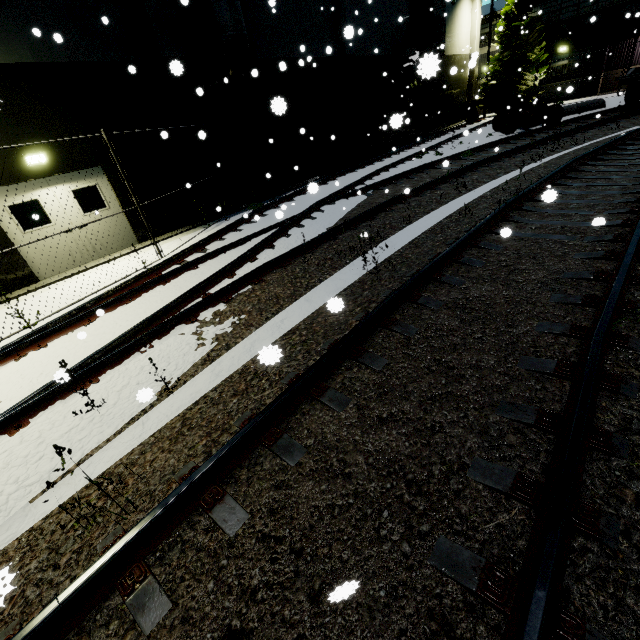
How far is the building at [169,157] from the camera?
10.26m

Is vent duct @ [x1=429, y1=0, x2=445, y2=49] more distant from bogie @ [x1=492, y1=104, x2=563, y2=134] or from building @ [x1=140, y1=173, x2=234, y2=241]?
bogie @ [x1=492, y1=104, x2=563, y2=134]

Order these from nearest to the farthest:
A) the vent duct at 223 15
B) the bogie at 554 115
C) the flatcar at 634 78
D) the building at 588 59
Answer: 1. the vent duct at 223 15
2. the flatcar at 634 78
3. the bogie at 554 115
4. the building at 588 59

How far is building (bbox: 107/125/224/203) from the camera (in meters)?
10.26

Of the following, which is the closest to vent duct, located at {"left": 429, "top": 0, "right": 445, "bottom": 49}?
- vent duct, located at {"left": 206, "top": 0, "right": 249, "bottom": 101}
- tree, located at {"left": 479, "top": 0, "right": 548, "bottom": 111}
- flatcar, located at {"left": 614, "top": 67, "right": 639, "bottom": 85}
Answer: tree, located at {"left": 479, "top": 0, "right": 548, "bottom": 111}

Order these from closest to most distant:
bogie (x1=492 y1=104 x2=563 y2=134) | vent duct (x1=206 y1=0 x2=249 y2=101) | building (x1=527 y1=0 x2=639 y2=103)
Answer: vent duct (x1=206 y1=0 x2=249 y2=101) < bogie (x1=492 y1=104 x2=563 y2=134) < building (x1=527 y1=0 x2=639 y2=103)

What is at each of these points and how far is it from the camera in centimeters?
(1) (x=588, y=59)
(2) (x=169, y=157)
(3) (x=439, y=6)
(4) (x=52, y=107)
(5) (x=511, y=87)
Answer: (1) building, 2666cm
(2) building, 1119cm
(3) vent duct, 1947cm
(4) building, 866cm
(5) tree, 2677cm

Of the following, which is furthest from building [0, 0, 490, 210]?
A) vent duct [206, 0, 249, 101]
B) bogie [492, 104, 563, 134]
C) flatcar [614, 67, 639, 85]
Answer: flatcar [614, 67, 639, 85]
